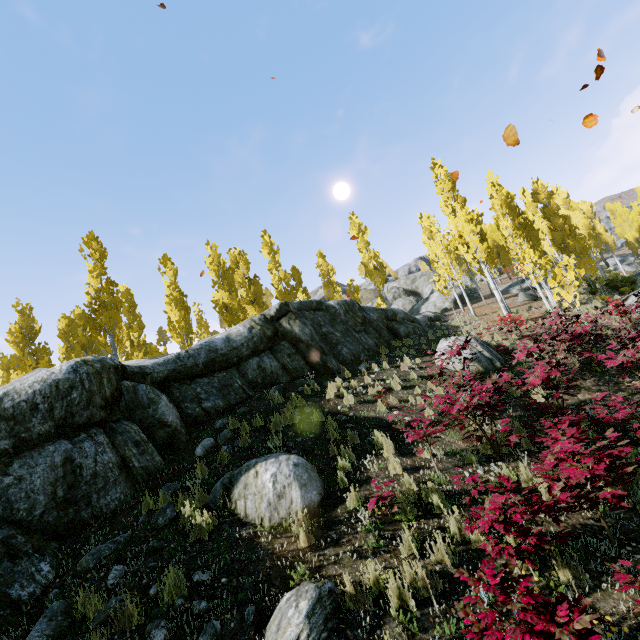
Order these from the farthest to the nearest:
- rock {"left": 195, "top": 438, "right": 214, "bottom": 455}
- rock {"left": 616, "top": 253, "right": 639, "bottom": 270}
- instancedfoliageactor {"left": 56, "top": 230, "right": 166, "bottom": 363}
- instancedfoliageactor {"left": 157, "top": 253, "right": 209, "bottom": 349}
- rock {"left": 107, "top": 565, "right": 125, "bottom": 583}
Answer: rock {"left": 616, "top": 253, "right": 639, "bottom": 270}
instancedfoliageactor {"left": 157, "top": 253, "right": 209, "bottom": 349}
instancedfoliageactor {"left": 56, "top": 230, "right": 166, "bottom": 363}
rock {"left": 195, "top": 438, "right": 214, "bottom": 455}
rock {"left": 107, "top": 565, "right": 125, "bottom": 583}

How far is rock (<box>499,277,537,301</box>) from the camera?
24.5m

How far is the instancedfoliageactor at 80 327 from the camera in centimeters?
1622cm

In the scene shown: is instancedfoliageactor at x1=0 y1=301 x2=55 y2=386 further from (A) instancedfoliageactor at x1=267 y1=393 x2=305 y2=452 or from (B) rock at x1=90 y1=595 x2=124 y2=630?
(A) instancedfoliageactor at x1=267 y1=393 x2=305 y2=452

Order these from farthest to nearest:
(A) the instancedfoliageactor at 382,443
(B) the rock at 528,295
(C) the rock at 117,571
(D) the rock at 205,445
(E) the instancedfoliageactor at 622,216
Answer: (E) the instancedfoliageactor at 622,216 → (B) the rock at 528,295 → (D) the rock at 205,445 → (A) the instancedfoliageactor at 382,443 → (C) the rock at 117,571

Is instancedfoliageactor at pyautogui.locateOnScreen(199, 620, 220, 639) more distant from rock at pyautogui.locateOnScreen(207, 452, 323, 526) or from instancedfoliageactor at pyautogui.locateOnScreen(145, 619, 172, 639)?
instancedfoliageactor at pyautogui.locateOnScreen(145, 619, 172, 639)

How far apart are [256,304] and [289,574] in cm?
2633

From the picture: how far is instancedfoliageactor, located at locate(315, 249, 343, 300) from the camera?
26.8 meters
